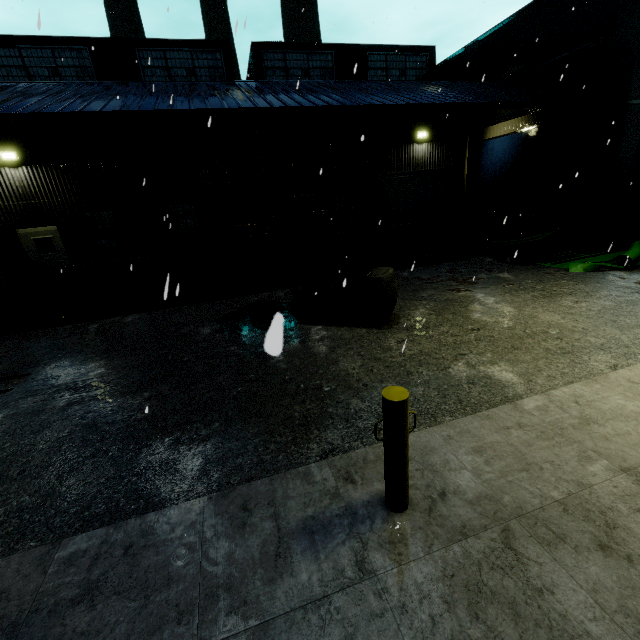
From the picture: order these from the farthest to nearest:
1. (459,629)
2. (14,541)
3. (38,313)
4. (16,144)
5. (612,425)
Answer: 1. (16,144)
2. (38,313)
3. (612,425)
4. (14,541)
5. (459,629)

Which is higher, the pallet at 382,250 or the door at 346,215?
the door at 346,215

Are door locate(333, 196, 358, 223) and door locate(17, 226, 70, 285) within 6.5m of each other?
no

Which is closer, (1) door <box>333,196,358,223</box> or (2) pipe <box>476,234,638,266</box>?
(2) pipe <box>476,234,638,266</box>

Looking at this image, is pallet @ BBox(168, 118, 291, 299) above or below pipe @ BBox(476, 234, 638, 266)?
above

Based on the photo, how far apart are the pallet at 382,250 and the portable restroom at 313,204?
0.7 meters

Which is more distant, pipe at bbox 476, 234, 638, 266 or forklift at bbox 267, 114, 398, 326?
pipe at bbox 476, 234, 638, 266

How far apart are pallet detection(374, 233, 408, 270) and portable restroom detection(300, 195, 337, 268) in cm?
72
